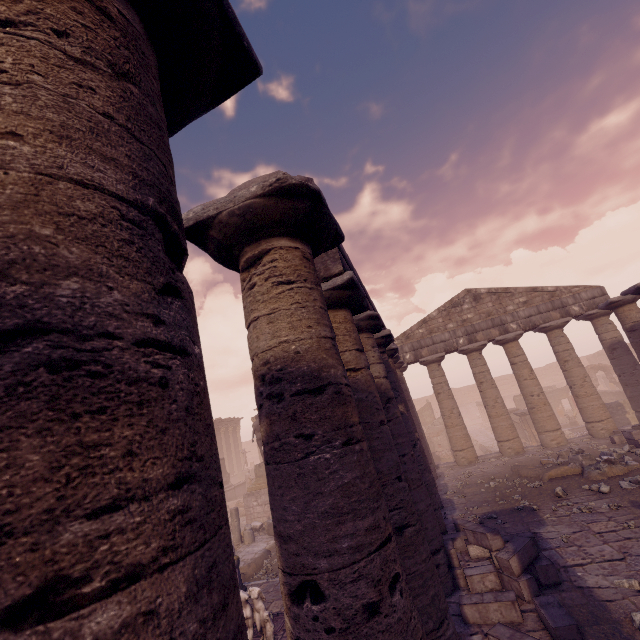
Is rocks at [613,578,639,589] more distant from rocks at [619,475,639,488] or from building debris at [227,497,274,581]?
building debris at [227,497,274,581]

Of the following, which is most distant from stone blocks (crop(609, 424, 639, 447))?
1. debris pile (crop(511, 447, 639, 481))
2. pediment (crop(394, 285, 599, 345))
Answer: pediment (crop(394, 285, 599, 345))

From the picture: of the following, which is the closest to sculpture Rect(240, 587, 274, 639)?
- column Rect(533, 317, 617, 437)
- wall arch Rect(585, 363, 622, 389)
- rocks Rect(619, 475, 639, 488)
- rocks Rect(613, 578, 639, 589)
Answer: rocks Rect(613, 578, 639, 589)

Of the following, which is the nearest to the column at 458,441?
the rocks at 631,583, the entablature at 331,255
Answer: the entablature at 331,255

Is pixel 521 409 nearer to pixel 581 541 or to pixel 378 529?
pixel 581 541

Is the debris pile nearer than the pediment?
Yes

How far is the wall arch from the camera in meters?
27.8 m

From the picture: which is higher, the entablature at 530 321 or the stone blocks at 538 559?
the entablature at 530 321
